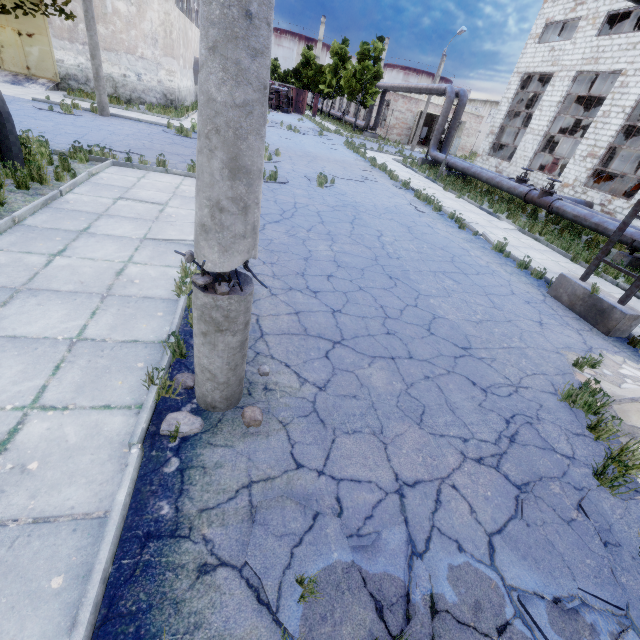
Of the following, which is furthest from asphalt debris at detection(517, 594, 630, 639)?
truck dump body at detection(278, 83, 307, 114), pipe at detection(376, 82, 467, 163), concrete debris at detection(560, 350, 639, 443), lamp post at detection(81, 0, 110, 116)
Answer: truck dump body at detection(278, 83, 307, 114)

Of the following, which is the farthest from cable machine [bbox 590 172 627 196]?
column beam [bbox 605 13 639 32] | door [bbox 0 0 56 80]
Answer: door [bbox 0 0 56 80]

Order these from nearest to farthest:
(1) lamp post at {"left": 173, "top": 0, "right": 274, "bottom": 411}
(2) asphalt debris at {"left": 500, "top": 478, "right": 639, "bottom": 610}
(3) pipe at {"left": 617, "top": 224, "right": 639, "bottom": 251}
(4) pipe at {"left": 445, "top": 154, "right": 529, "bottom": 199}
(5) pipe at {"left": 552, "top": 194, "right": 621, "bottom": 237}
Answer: (1) lamp post at {"left": 173, "top": 0, "right": 274, "bottom": 411} → (2) asphalt debris at {"left": 500, "top": 478, "right": 639, "bottom": 610} → (3) pipe at {"left": 617, "top": 224, "right": 639, "bottom": 251} → (5) pipe at {"left": 552, "top": 194, "right": 621, "bottom": 237} → (4) pipe at {"left": 445, "top": 154, "right": 529, "bottom": 199}

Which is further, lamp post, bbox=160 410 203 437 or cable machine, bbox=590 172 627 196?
cable machine, bbox=590 172 627 196

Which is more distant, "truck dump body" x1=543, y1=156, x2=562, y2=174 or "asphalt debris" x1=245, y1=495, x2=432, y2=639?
"truck dump body" x1=543, y1=156, x2=562, y2=174

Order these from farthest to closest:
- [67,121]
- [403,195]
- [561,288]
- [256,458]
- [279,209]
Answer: [403,195] → [67,121] → [279,209] → [561,288] → [256,458]

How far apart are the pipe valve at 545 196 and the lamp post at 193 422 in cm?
1711

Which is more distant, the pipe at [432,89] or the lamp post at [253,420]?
the pipe at [432,89]
